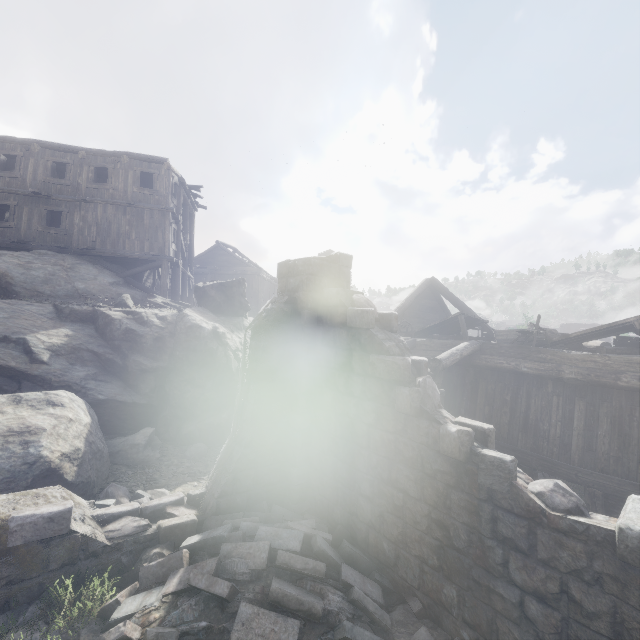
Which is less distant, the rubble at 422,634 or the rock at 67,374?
the rubble at 422,634

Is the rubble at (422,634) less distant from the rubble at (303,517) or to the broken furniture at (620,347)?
the rubble at (303,517)

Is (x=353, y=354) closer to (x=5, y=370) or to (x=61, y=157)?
(x=5, y=370)

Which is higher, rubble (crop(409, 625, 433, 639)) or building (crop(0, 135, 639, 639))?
building (crop(0, 135, 639, 639))

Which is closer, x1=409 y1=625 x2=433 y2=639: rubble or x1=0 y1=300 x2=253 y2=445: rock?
x1=409 y1=625 x2=433 y2=639: rubble

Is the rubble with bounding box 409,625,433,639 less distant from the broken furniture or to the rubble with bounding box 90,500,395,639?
the rubble with bounding box 90,500,395,639

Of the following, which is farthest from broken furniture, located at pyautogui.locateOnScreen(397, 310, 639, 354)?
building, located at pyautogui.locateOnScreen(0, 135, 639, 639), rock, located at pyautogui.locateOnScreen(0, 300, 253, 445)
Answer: rock, located at pyautogui.locateOnScreen(0, 300, 253, 445)

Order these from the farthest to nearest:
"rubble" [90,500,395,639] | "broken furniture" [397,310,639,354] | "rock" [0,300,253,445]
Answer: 1. "rock" [0,300,253,445]
2. "broken furniture" [397,310,639,354]
3. "rubble" [90,500,395,639]
